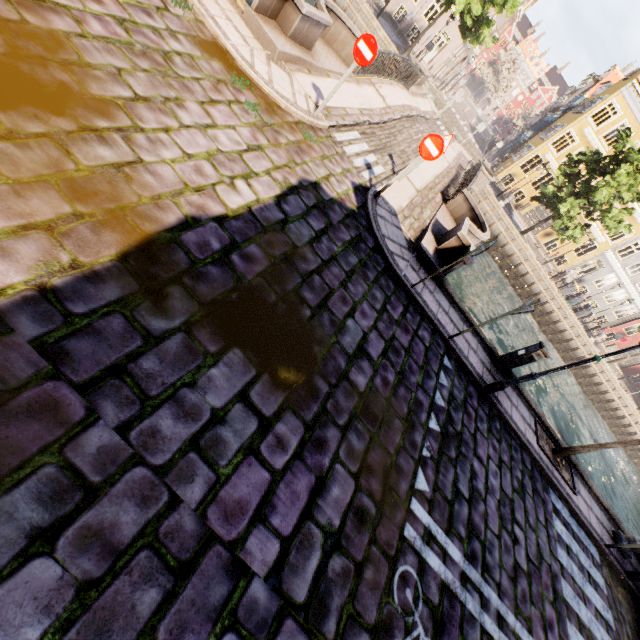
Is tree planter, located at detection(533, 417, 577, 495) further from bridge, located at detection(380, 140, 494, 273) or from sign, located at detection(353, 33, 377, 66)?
sign, located at detection(353, 33, 377, 66)

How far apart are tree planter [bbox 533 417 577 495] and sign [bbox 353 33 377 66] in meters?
10.0

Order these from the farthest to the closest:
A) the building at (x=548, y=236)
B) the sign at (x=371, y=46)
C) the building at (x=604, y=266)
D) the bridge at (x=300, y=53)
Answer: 1. the building at (x=548, y=236)
2. the building at (x=604, y=266)
3. the bridge at (x=300, y=53)
4. the sign at (x=371, y=46)

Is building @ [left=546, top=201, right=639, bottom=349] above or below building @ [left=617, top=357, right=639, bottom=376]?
above

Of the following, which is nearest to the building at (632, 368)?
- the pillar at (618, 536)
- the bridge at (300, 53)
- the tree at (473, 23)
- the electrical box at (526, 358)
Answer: the tree at (473, 23)

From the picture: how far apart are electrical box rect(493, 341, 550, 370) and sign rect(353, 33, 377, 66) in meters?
7.7 m

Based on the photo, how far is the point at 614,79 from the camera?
35.9m

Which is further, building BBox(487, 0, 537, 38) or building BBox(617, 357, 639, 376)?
building BBox(617, 357, 639, 376)
